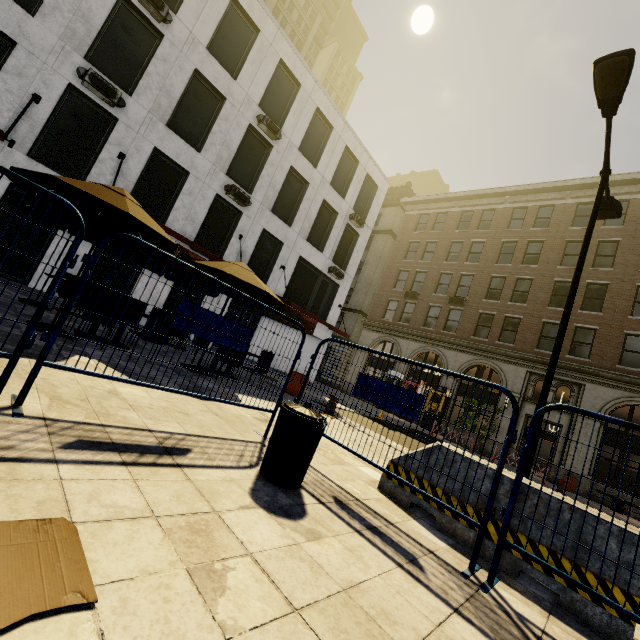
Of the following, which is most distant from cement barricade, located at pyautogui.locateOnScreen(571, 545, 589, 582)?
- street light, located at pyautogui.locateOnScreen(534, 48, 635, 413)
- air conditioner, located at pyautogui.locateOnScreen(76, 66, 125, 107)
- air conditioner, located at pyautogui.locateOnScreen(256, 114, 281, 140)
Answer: air conditioner, located at pyautogui.locateOnScreen(256, 114, 281, 140)

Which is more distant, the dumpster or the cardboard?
the dumpster

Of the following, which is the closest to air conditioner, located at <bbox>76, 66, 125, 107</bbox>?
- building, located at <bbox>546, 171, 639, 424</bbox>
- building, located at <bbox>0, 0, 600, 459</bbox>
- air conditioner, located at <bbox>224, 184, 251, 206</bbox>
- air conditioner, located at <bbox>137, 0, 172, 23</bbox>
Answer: building, located at <bbox>0, 0, 600, 459</bbox>

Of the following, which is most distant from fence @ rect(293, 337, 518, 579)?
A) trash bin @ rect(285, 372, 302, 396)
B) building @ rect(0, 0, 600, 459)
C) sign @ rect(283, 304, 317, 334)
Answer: sign @ rect(283, 304, 317, 334)

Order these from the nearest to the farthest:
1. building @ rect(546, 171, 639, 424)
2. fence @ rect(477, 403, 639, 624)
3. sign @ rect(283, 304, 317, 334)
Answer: fence @ rect(477, 403, 639, 624) < building @ rect(546, 171, 639, 424) < sign @ rect(283, 304, 317, 334)

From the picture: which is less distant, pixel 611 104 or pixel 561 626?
pixel 561 626

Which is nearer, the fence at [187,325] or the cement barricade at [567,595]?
the cement barricade at [567,595]

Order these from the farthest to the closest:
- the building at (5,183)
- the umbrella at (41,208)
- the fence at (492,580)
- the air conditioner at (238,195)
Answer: the air conditioner at (238,195) < the building at (5,183) < the umbrella at (41,208) < the fence at (492,580)
